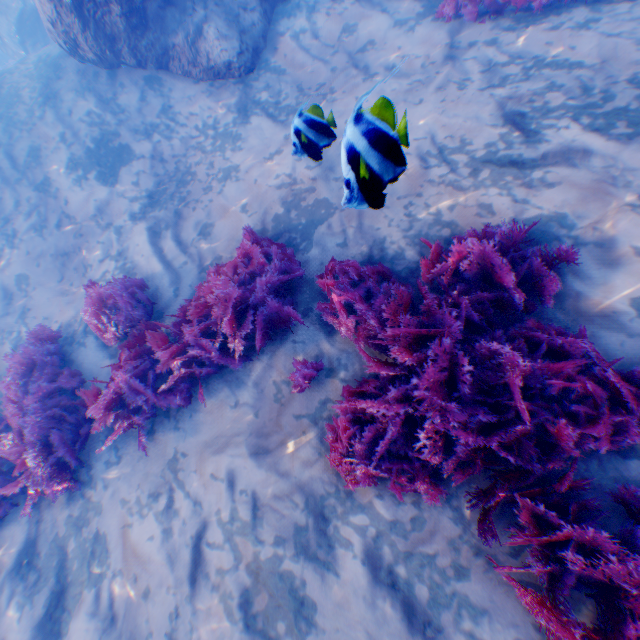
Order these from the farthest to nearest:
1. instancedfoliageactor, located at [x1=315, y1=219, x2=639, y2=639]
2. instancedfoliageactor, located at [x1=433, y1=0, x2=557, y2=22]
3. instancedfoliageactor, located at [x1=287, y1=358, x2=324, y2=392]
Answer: instancedfoliageactor, located at [x1=433, y1=0, x2=557, y2=22]
instancedfoliageactor, located at [x1=287, y1=358, x2=324, y2=392]
instancedfoliageactor, located at [x1=315, y1=219, x2=639, y2=639]

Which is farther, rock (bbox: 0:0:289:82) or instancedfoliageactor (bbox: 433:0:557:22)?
rock (bbox: 0:0:289:82)

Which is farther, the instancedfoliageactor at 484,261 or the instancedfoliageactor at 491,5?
the instancedfoliageactor at 491,5

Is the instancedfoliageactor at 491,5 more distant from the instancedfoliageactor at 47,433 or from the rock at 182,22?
the instancedfoliageactor at 47,433

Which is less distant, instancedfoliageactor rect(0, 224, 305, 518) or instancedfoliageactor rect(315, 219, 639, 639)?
instancedfoliageactor rect(315, 219, 639, 639)

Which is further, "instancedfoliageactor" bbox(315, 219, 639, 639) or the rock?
the rock

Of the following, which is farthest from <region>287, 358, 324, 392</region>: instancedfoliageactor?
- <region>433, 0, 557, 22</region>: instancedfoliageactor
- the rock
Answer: <region>433, 0, 557, 22</region>: instancedfoliageactor

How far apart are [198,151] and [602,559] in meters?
8.3
